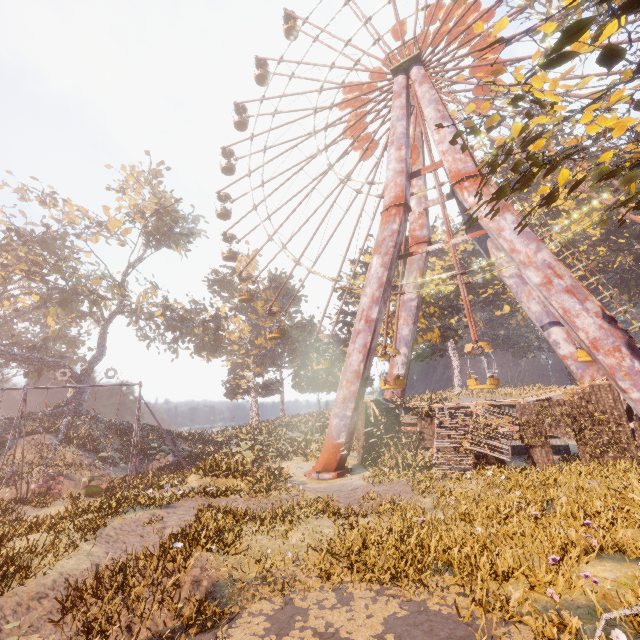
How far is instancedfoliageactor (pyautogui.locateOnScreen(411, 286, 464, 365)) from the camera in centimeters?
2971cm

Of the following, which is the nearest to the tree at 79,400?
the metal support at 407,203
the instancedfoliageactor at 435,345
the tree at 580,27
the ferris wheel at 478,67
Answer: the ferris wheel at 478,67

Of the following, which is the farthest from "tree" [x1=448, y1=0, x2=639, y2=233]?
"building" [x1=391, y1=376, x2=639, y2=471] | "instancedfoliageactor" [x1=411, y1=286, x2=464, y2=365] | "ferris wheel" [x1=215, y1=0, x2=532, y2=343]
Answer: "instancedfoliageactor" [x1=411, y1=286, x2=464, y2=365]

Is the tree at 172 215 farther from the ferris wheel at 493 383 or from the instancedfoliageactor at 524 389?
→ the instancedfoliageactor at 524 389

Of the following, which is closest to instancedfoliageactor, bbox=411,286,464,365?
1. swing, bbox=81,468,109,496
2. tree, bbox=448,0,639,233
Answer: swing, bbox=81,468,109,496

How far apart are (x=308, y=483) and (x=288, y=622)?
10.8m

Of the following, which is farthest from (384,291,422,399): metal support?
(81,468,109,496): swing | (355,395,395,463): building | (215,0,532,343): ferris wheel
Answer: (81,468,109,496): swing

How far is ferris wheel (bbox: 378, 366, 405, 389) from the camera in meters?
20.7
